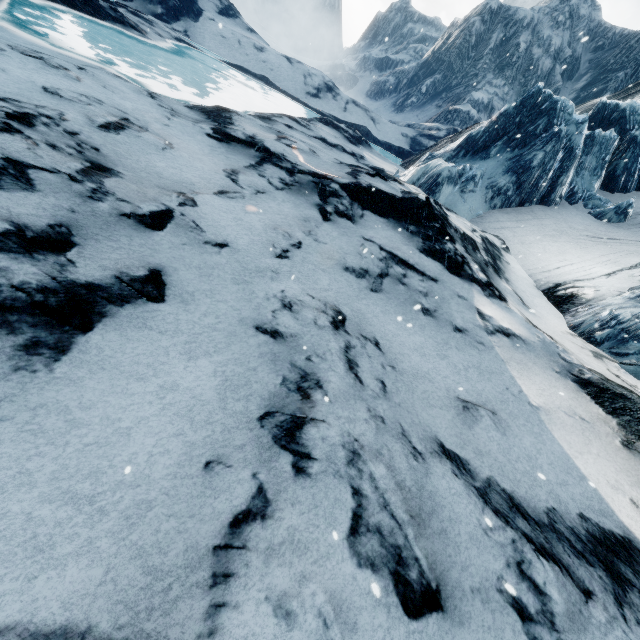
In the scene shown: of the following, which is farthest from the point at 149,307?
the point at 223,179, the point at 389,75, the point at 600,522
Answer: the point at 389,75
